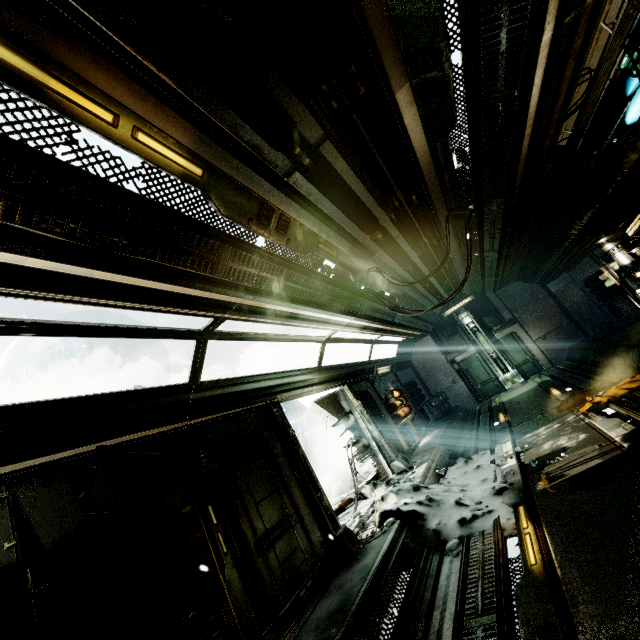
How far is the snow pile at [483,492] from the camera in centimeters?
474cm

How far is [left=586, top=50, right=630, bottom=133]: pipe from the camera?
4.10m

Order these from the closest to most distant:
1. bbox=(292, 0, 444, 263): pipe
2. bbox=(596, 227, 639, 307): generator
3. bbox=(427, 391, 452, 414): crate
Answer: bbox=(292, 0, 444, 263): pipe → bbox=(596, 227, 639, 307): generator → bbox=(427, 391, 452, 414): crate

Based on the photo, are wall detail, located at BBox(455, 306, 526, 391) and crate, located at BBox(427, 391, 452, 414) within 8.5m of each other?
yes

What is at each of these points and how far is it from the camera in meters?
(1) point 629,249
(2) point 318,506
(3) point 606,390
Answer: (1) generator, 6.2
(2) wall detail, 5.1
(3) cloth, 6.9

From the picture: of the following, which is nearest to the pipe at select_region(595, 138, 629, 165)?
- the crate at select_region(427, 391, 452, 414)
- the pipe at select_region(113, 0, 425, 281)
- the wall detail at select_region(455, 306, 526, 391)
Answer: the pipe at select_region(113, 0, 425, 281)

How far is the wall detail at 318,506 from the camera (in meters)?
4.81

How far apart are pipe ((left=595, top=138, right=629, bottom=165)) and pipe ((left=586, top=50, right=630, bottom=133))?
0.2m
